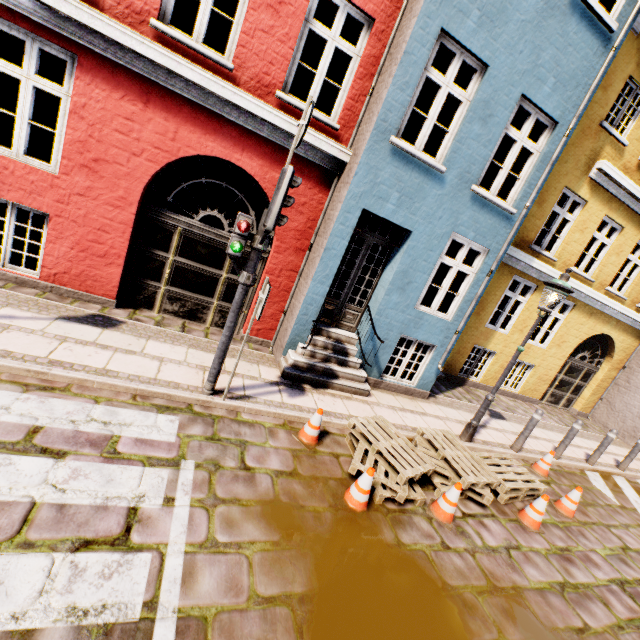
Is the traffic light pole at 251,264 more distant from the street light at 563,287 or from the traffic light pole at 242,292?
the street light at 563,287

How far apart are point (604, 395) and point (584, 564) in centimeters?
1119cm

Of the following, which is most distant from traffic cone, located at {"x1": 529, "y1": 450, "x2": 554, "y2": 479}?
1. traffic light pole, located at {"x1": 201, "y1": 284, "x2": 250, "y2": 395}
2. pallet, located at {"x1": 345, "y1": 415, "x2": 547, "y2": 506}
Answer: traffic light pole, located at {"x1": 201, "y1": 284, "x2": 250, "y2": 395}

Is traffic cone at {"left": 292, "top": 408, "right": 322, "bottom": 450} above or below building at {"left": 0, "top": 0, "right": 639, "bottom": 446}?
below

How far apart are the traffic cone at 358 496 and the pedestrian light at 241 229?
2.81m

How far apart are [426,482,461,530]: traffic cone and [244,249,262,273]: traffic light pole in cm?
399

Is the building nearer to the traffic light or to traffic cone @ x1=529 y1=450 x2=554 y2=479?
the traffic light

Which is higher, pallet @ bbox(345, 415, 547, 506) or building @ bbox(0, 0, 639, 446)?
building @ bbox(0, 0, 639, 446)
